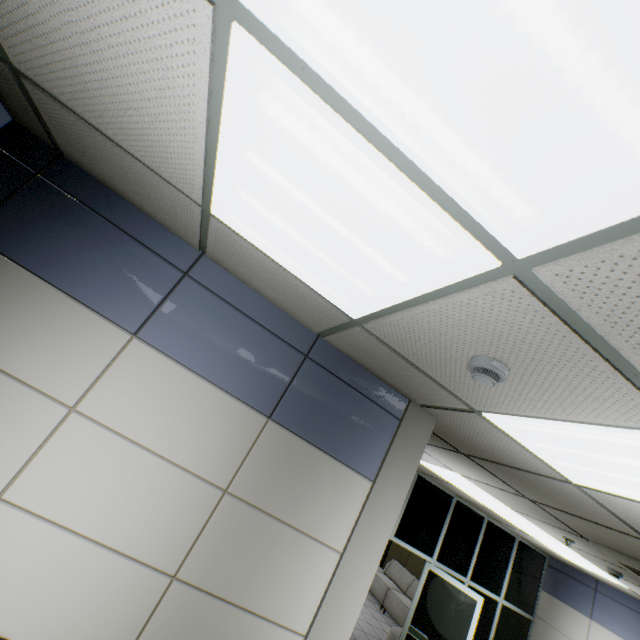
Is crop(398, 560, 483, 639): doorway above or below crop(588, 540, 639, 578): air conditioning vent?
below

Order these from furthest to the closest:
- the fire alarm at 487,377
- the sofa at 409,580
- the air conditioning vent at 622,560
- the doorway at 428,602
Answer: the sofa at 409,580
the doorway at 428,602
the air conditioning vent at 622,560
the fire alarm at 487,377

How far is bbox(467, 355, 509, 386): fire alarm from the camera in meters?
1.4

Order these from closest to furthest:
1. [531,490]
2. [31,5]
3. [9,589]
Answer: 1. [31,5]
2. [9,589]
3. [531,490]

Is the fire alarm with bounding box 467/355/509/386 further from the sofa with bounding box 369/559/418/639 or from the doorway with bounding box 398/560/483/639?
the sofa with bounding box 369/559/418/639

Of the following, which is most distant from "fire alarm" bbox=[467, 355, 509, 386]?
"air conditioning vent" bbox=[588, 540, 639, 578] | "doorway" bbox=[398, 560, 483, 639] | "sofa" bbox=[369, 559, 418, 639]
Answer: "sofa" bbox=[369, 559, 418, 639]

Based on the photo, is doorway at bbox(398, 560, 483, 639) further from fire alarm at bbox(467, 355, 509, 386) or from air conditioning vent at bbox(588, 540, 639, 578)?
fire alarm at bbox(467, 355, 509, 386)

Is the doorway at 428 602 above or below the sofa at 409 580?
above
